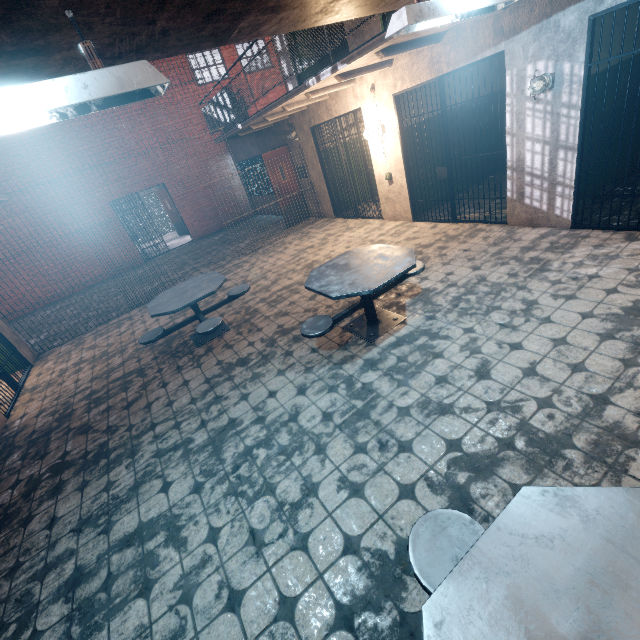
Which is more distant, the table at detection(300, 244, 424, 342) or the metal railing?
the metal railing

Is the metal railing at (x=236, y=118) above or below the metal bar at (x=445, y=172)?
above

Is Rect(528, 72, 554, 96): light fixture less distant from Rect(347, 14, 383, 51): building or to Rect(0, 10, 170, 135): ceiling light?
Rect(347, 14, 383, 51): building

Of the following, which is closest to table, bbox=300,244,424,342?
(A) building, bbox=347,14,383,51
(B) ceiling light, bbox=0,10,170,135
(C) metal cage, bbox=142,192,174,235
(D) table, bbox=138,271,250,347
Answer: (D) table, bbox=138,271,250,347

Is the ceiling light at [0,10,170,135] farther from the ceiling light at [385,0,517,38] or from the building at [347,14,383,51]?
the building at [347,14,383,51]

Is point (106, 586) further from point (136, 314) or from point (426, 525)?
point (136, 314)

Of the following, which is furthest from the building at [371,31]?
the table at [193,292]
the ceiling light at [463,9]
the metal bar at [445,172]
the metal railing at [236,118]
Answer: the table at [193,292]

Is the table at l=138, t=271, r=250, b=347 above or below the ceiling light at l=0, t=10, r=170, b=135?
below
